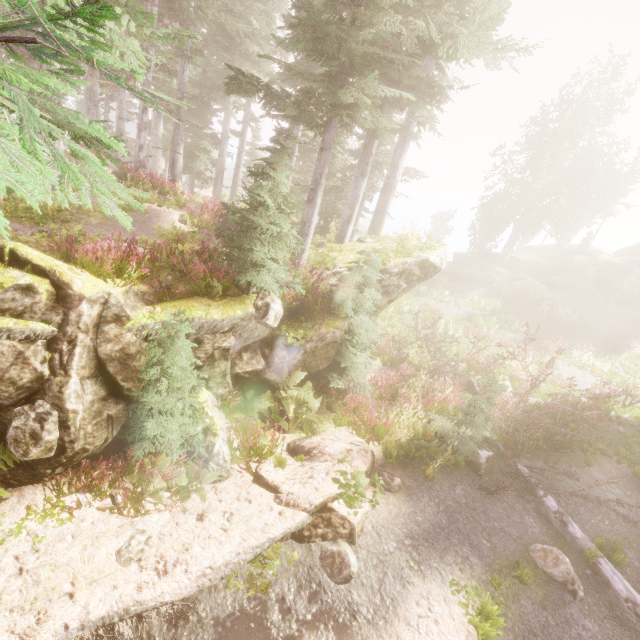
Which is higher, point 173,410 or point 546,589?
point 173,410

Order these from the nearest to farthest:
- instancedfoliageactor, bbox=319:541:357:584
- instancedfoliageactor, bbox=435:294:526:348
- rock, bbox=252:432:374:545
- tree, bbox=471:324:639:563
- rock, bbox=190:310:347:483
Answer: instancedfoliageactor, bbox=319:541:357:584
rock, bbox=252:432:374:545
rock, bbox=190:310:347:483
tree, bbox=471:324:639:563
instancedfoliageactor, bbox=435:294:526:348

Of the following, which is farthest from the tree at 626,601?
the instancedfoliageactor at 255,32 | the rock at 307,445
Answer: the rock at 307,445

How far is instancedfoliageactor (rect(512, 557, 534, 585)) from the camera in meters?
6.3

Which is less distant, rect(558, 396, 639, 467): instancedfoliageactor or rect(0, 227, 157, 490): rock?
rect(0, 227, 157, 490): rock

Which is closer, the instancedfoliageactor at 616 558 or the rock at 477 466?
the instancedfoliageactor at 616 558

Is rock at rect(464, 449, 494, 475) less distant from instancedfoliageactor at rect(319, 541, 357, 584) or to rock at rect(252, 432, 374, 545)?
instancedfoliageactor at rect(319, 541, 357, 584)

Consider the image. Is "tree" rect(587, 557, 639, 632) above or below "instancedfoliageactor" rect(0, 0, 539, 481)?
below
